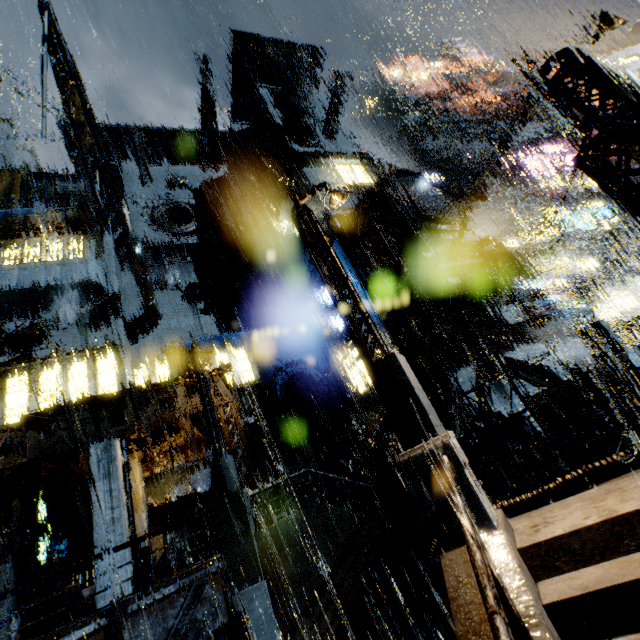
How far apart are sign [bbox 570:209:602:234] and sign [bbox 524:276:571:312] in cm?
954

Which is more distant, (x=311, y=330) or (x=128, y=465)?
(x=311, y=330)

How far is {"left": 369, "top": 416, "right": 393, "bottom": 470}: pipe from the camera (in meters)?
18.55

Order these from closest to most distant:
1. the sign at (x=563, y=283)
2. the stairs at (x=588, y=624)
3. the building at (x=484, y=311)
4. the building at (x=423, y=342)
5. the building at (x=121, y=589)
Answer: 1. the stairs at (x=588, y=624)
2. the building at (x=121, y=589)
3. the building at (x=423, y=342)
4. the building at (x=484, y=311)
5. the sign at (x=563, y=283)

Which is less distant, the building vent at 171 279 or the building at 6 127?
the building vent at 171 279

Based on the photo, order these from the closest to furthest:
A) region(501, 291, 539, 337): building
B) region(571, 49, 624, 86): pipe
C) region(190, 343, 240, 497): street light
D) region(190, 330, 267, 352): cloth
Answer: region(571, 49, 624, 86): pipe < region(190, 343, 240, 497): street light < region(501, 291, 539, 337): building < region(190, 330, 267, 352): cloth

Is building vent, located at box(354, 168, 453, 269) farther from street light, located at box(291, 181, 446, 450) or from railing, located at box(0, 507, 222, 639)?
railing, located at box(0, 507, 222, 639)

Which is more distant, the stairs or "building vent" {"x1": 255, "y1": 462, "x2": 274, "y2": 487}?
"building vent" {"x1": 255, "y1": 462, "x2": 274, "y2": 487}
